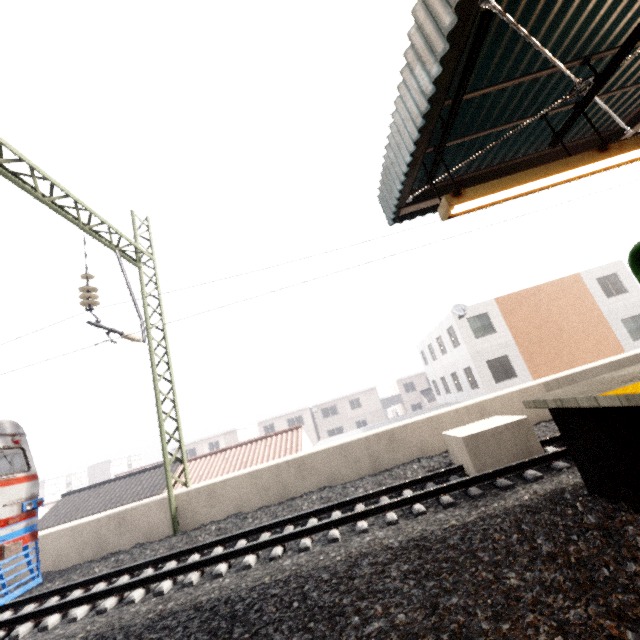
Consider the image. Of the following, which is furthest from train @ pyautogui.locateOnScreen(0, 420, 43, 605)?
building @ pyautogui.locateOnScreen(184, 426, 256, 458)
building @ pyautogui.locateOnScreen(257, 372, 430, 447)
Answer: building @ pyautogui.locateOnScreen(257, 372, 430, 447)

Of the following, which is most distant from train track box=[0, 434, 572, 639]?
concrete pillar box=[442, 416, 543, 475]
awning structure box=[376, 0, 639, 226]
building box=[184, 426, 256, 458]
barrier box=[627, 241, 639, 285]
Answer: building box=[184, 426, 256, 458]

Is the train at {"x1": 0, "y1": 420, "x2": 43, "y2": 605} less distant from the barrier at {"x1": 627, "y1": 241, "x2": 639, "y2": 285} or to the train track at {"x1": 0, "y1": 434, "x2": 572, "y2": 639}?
the train track at {"x1": 0, "y1": 434, "x2": 572, "y2": 639}

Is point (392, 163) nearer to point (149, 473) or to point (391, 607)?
point (391, 607)

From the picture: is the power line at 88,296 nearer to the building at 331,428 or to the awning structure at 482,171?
the awning structure at 482,171

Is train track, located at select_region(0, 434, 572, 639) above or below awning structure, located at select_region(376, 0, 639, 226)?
below

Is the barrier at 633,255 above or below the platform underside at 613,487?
above

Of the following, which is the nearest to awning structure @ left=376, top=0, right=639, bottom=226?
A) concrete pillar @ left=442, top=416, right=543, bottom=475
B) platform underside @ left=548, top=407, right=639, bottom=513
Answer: platform underside @ left=548, top=407, right=639, bottom=513
